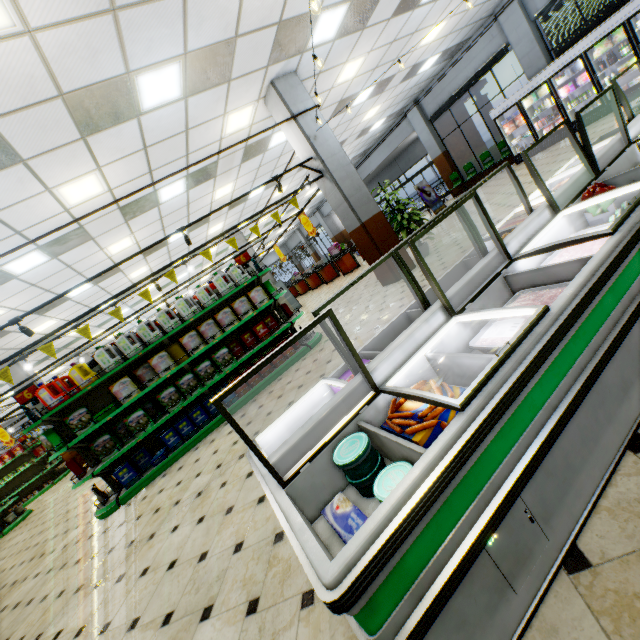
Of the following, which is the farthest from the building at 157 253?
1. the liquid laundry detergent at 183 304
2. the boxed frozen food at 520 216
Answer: the liquid laundry detergent at 183 304

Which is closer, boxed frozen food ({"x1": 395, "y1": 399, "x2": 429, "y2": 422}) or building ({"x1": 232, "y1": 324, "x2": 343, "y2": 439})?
boxed frozen food ({"x1": 395, "y1": 399, "x2": 429, "y2": 422})

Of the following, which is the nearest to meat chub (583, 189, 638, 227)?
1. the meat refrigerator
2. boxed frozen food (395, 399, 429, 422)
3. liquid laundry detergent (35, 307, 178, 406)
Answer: the meat refrigerator

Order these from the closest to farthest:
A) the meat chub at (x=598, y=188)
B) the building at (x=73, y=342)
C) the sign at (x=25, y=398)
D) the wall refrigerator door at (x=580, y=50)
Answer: the meat chub at (x=598, y=188) → the sign at (x=25, y=398) → the wall refrigerator door at (x=580, y=50) → the building at (x=73, y=342)

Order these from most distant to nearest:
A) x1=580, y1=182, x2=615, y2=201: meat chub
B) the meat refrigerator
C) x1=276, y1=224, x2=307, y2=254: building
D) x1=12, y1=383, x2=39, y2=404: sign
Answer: x1=276, y1=224, x2=307, y2=254: building → x1=12, y1=383, x2=39, y2=404: sign → x1=580, y1=182, x2=615, y2=201: meat chub → the meat refrigerator

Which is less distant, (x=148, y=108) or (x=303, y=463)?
(x=303, y=463)

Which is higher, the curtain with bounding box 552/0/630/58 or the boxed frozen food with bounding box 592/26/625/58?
the curtain with bounding box 552/0/630/58

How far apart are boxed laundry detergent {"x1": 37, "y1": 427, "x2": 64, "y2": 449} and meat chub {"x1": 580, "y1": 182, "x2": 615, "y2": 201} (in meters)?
7.40
